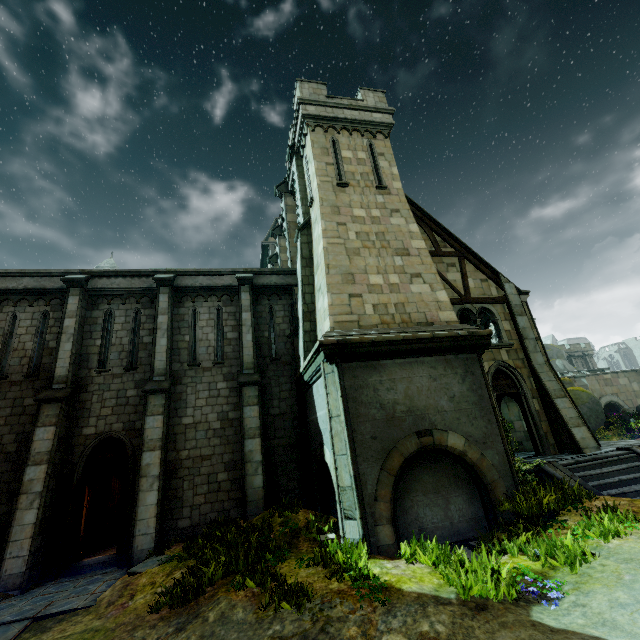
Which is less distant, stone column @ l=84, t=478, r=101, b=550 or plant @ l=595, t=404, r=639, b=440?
stone column @ l=84, t=478, r=101, b=550

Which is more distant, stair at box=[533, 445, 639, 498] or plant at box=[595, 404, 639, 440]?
plant at box=[595, 404, 639, 440]

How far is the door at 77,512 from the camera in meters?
9.2

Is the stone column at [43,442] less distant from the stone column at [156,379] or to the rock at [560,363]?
the stone column at [156,379]

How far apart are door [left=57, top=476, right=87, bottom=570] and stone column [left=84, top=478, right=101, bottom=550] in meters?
2.6

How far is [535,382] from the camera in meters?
13.1 m

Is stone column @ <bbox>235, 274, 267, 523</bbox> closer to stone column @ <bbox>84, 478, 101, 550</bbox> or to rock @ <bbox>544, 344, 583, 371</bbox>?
stone column @ <bbox>84, 478, 101, 550</bbox>

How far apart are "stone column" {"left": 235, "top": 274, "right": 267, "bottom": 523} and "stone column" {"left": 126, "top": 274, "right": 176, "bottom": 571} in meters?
2.3 m
